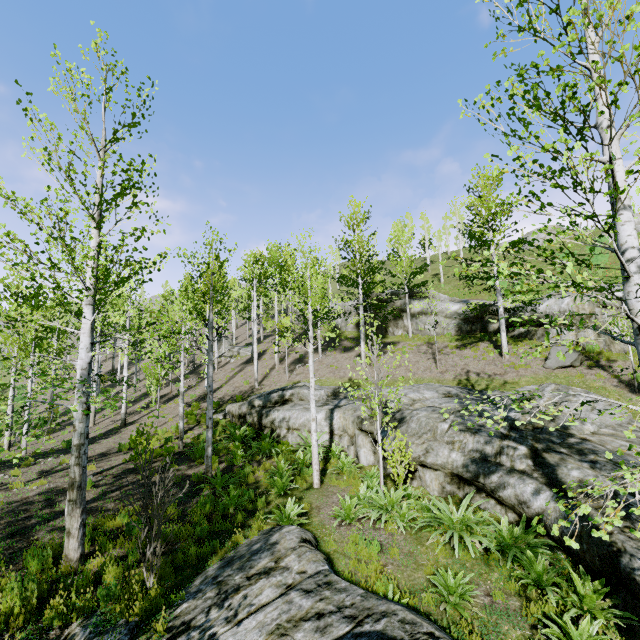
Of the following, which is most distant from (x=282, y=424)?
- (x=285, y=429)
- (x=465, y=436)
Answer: (x=465, y=436)

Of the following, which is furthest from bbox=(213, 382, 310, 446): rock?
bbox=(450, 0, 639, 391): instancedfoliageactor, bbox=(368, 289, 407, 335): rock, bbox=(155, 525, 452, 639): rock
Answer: bbox=(155, 525, 452, 639): rock

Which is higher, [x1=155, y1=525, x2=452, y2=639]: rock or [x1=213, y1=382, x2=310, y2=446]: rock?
[x1=213, y1=382, x2=310, y2=446]: rock

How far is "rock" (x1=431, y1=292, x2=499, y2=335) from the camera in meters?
21.4 m

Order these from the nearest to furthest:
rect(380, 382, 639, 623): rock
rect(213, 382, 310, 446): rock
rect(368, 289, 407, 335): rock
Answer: rect(380, 382, 639, 623): rock < rect(213, 382, 310, 446): rock < rect(368, 289, 407, 335): rock

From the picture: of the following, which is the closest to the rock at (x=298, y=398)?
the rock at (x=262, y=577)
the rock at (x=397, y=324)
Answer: the rock at (x=397, y=324)

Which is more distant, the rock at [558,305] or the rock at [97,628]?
the rock at [558,305]
